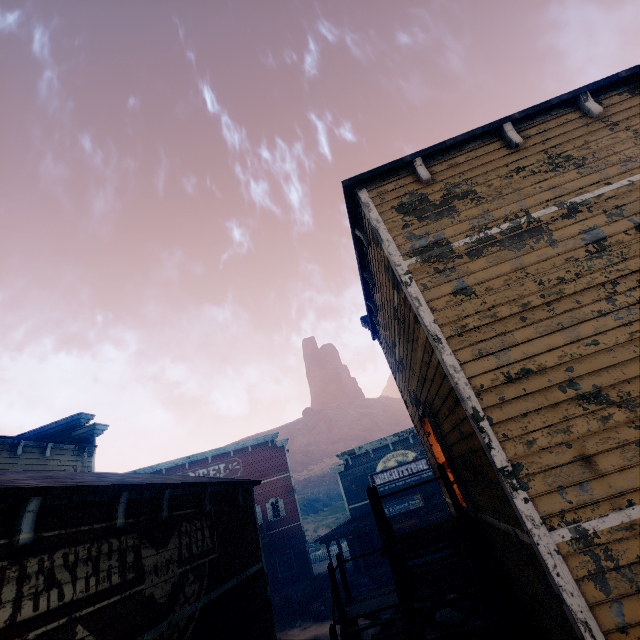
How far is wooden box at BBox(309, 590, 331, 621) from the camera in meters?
19.6

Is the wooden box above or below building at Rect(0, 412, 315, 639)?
below

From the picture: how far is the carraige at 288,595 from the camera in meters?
20.6

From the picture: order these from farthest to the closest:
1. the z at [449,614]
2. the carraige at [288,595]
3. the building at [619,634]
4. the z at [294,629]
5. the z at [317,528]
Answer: the z at [317,528] < the carraige at [288,595] < the z at [294,629] < the z at [449,614] < the building at [619,634]

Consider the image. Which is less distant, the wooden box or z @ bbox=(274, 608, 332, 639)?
z @ bbox=(274, 608, 332, 639)

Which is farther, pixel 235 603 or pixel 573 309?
pixel 235 603

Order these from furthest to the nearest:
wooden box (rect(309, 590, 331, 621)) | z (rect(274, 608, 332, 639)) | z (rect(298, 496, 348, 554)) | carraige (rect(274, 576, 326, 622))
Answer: z (rect(298, 496, 348, 554)), carraige (rect(274, 576, 326, 622)), wooden box (rect(309, 590, 331, 621)), z (rect(274, 608, 332, 639))

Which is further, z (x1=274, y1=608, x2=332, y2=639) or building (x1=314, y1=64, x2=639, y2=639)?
z (x1=274, y1=608, x2=332, y2=639)
